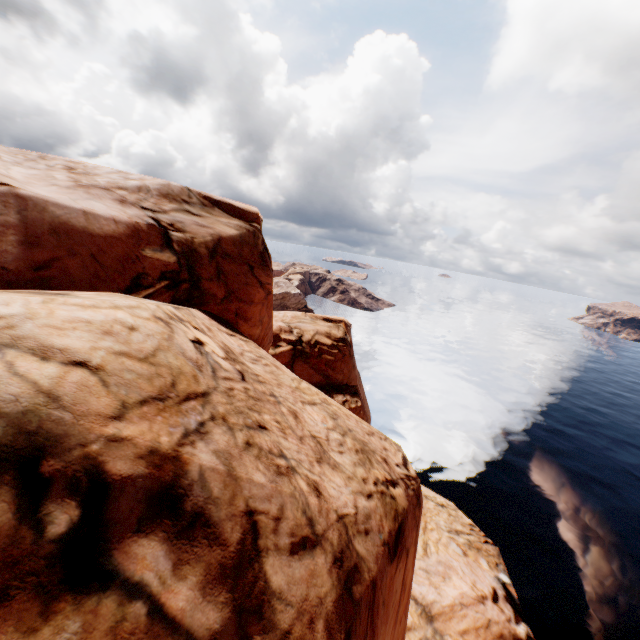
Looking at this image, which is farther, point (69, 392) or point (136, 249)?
point (136, 249)
